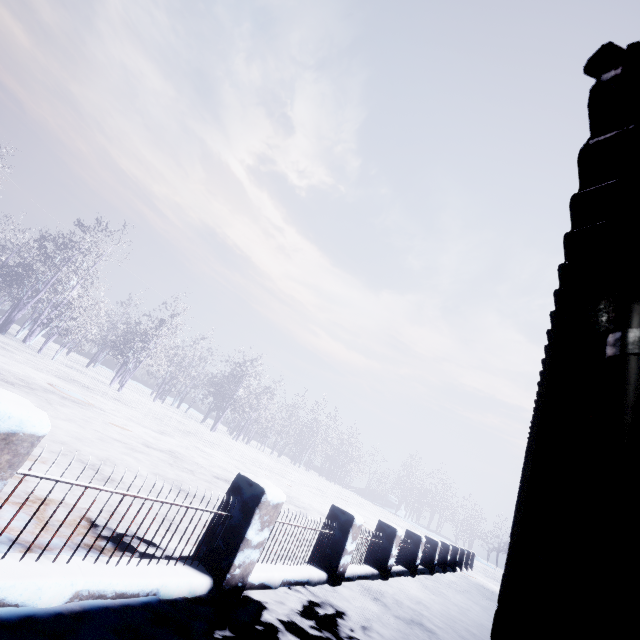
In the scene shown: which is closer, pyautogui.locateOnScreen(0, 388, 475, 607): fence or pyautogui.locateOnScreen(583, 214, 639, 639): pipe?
pyautogui.locateOnScreen(583, 214, 639, 639): pipe

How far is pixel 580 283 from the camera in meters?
0.8 m

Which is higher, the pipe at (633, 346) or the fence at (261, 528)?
Answer: the pipe at (633, 346)

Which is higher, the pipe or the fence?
the pipe

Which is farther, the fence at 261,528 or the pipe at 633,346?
the fence at 261,528
